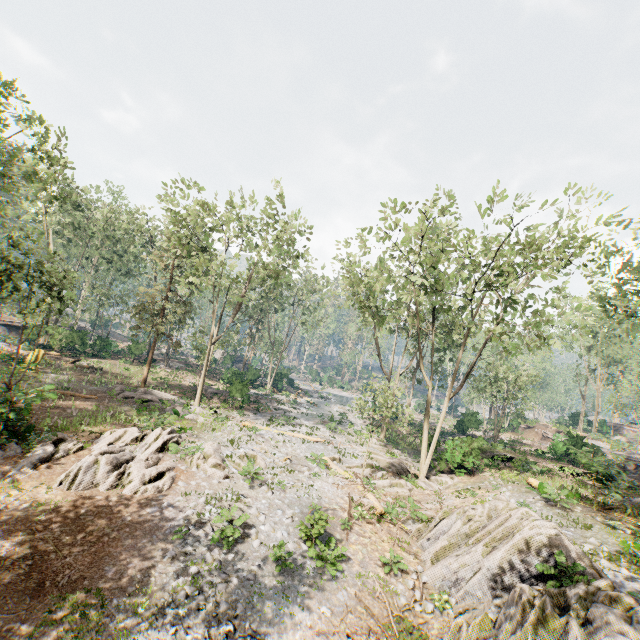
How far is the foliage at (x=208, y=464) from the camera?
15.9m

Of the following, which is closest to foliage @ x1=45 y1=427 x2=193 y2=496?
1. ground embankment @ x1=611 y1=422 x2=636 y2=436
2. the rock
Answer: the rock

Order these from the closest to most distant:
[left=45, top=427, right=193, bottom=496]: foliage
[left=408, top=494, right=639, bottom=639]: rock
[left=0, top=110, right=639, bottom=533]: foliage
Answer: [left=408, top=494, right=639, bottom=639]: rock < [left=45, top=427, right=193, bottom=496]: foliage < [left=0, top=110, right=639, bottom=533]: foliage

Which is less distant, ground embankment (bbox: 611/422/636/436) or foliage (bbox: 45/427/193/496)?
foliage (bbox: 45/427/193/496)

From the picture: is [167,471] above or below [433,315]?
below

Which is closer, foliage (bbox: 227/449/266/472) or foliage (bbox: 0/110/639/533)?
foliage (bbox: 227/449/266/472)
